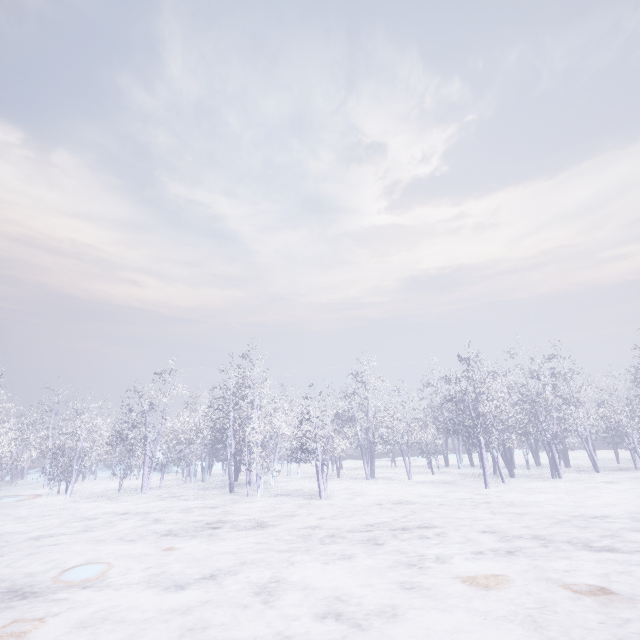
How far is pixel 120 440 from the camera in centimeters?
1788cm
